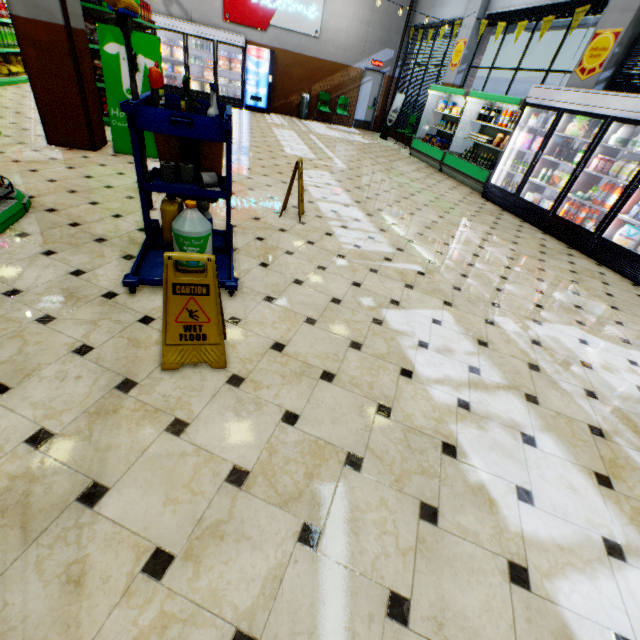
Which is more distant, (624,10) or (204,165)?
(624,10)

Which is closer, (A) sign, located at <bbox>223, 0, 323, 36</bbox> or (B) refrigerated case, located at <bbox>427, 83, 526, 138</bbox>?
(B) refrigerated case, located at <bbox>427, 83, 526, 138</bbox>

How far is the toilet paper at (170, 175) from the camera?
2.8m

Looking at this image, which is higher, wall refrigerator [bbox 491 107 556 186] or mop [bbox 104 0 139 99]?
mop [bbox 104 0 139 99]

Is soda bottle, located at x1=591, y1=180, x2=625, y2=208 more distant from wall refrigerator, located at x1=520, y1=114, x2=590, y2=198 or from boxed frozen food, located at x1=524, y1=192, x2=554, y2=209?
boxed frozen food, located at x1=524, y1=192, x2=554, y2=209

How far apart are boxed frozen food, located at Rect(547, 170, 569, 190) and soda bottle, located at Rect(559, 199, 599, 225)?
0.36m

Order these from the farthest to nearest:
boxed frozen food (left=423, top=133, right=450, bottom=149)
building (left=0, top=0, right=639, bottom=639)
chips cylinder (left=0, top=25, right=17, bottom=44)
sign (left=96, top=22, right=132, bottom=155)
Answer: boxed frozen food (left=423, top=133, right=450, bottom=149) < chips cylinder (left=0, top=25, right=17, bottom=44) < sign (left=96, top=22, right=132, bottom=155) < building (left=0, top=0, right=639, bottom=639)

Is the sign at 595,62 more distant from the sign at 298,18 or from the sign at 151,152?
the sign at 298,18
